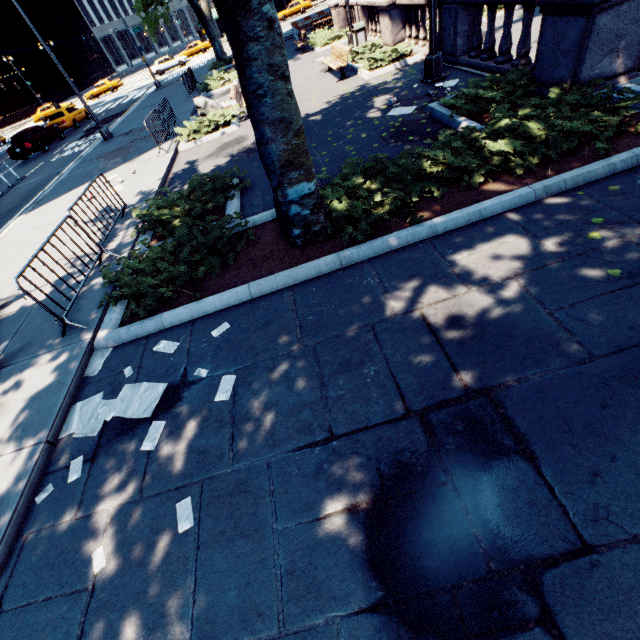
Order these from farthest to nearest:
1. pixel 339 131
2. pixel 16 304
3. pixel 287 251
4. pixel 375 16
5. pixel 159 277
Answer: pixel 375 16, pixel 339 131, pixel 16 304, pixel 287 251, pixel 159 277

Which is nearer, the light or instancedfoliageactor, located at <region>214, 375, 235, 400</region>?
instancedfoliageactor, located at <region>214, 375, 235, 400</region>

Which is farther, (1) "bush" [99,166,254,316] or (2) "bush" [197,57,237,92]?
(2) "bush" [197,57,237,92]

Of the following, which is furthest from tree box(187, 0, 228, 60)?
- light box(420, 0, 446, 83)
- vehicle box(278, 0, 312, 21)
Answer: vehicle box(278, 0, 312, 21)

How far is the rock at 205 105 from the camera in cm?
1357

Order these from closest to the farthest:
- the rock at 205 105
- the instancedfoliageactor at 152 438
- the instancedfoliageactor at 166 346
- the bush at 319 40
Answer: the instancedfoliageactor at 152 438
the instancedfoliageactor at 166 346
the rock at 205 105
the bush at 319 40

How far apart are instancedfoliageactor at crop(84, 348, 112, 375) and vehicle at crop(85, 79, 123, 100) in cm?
5447

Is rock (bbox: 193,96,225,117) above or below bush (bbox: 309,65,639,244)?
above
